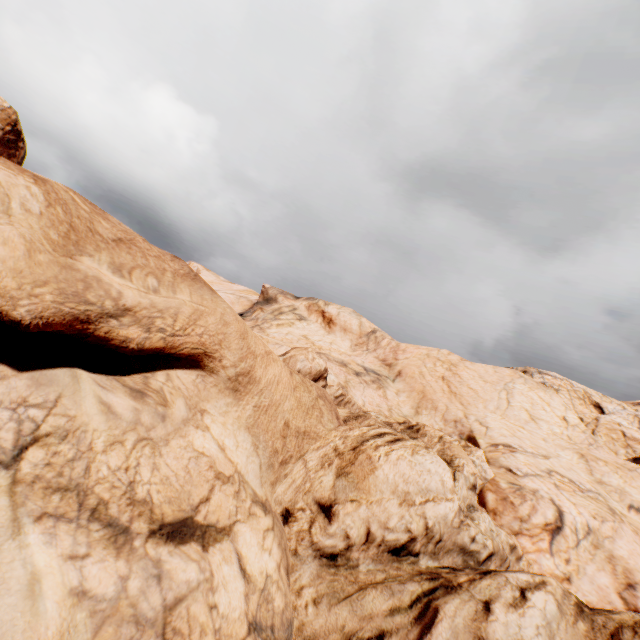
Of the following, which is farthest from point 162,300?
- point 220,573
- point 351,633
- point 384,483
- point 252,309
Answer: point 252,309
